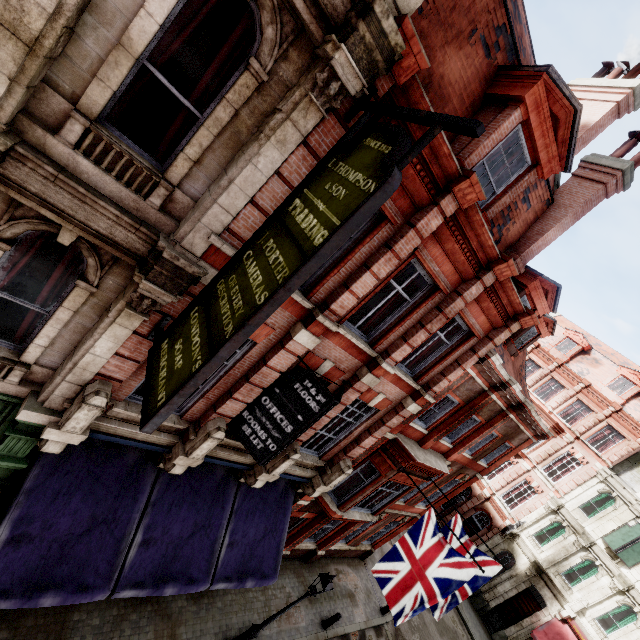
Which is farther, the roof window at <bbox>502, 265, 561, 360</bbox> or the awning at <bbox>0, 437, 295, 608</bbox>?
the roof window at <bbox>502, 265, 561, 360</bbox>

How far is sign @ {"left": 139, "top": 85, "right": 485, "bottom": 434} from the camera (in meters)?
3.14

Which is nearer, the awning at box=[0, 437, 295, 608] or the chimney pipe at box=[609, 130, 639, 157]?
the awning at box=[0, 437, 295, 608]

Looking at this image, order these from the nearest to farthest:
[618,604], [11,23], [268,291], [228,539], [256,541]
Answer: [11,23]
[268,291]
[228,539]
[256,541]
[618,604]

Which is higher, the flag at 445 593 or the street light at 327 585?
the flag at 445 593

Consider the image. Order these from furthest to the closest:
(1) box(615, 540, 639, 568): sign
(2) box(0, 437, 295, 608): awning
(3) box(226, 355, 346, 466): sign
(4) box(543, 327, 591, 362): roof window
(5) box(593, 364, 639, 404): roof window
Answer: (4) box(543, 327, 591, 362): roof window, (5) box(593, 364, 639, 404): roof window, (1) box(615, 540, 639, 568): sign, (3) box(226, 355, 346, 466): sign, (2) box(0, 437, 295, 608): awning

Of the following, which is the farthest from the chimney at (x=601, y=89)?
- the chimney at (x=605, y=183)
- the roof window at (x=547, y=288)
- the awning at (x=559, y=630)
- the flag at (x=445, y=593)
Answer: the awning at (x=559, y=630)

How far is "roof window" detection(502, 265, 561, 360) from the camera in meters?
10.7 m
